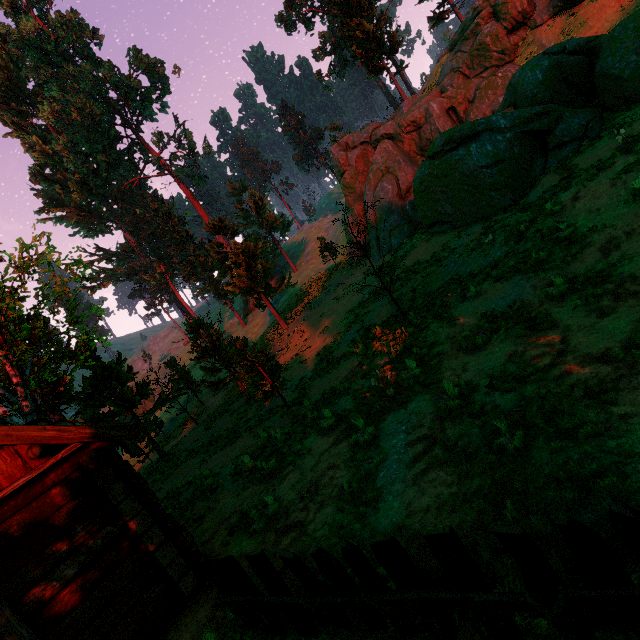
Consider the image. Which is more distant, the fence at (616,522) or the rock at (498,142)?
the rock at (498,142)

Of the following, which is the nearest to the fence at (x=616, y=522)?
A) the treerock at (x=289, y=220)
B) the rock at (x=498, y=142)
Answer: the treerock at (x=289, y=220)

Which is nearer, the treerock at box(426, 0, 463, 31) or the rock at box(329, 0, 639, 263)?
the rock at box(329, 0, 639, 263)

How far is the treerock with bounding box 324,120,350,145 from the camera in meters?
44.3

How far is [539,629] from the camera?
2.8 meters

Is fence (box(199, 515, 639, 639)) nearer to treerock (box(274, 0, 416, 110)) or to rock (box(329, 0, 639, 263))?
treerock (box(274, 0, 416, 110))

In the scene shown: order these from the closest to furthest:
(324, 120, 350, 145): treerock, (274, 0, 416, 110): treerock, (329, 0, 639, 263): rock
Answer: (329, 0, 639, 263): rock
(274, 0, 416, 110): treerock
(324, 120, 350, 145): treerock
